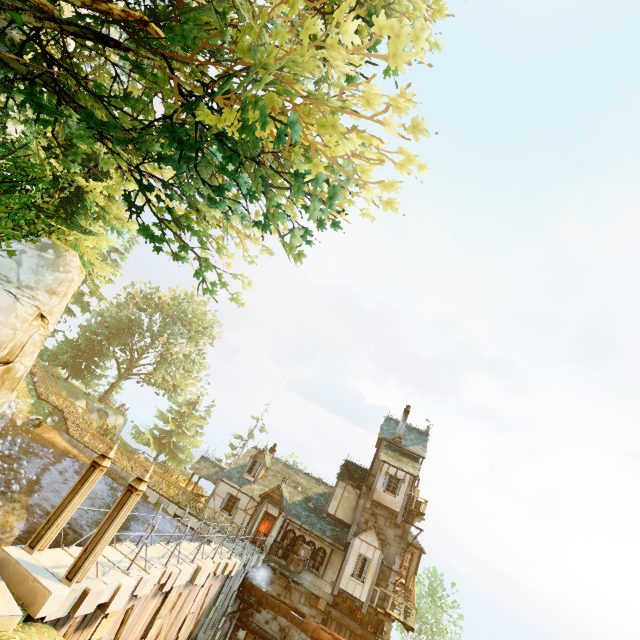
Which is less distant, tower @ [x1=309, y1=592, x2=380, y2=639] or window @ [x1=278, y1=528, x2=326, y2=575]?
tower @ [x1=309, y1=592, x2=380, y2=639]

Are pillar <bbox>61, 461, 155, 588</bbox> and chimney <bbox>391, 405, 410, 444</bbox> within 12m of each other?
no

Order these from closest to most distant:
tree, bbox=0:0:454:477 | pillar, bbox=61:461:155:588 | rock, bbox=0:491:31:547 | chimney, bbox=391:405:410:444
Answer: tree, bbox=0:0:454:477, pillar, bbox=61:461:155:588, rock, bbox=0:491:31:547, chimney, bbox=391:405:410:444

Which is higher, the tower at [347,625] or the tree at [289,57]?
the tree at [289,57]

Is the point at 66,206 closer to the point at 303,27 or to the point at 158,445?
the point at 303,27

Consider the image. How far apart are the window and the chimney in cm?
933

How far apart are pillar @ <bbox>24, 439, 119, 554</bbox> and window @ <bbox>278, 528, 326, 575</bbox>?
19.02m

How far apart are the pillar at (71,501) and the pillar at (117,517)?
0.96m
